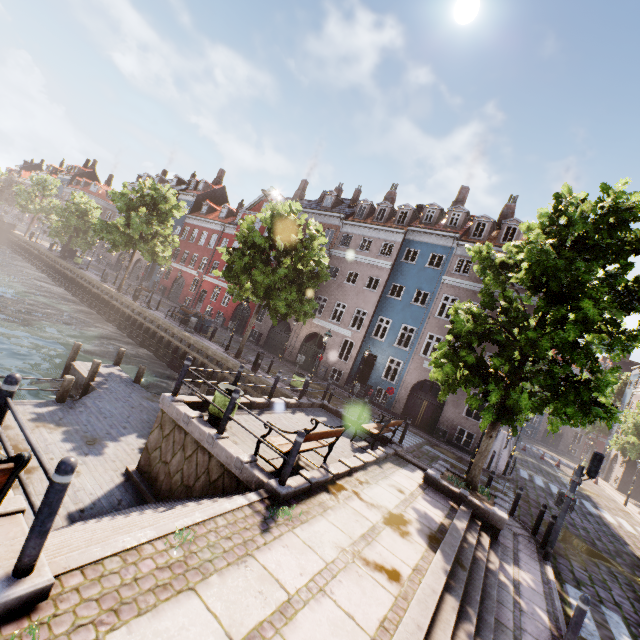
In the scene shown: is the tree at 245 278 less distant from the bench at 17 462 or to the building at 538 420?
the building at 538 420

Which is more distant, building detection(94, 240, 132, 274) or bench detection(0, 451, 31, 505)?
building detection(94, 240, 132, 274)

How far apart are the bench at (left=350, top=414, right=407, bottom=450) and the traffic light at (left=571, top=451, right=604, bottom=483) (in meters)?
5.26

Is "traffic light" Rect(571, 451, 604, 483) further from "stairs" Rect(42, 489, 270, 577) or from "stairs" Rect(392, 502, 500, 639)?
"stairs" Rect(42, 489, 270, 577)

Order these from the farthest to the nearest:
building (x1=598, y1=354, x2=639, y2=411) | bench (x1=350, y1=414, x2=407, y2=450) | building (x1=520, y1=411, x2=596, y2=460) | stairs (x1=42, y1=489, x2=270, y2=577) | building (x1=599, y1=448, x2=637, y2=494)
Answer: building (x1=520, y1=411, x2=596, y2=460) → building (x1=598, y1=354, x2=639, y2=411) → building (x1=599, y1=448, x2=637, y2=494) → bench (x1=350, y1=414, x2=407, y2=450) → stairs (x1=42, y1=489, x2=270, y2=577)

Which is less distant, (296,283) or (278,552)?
(278,552)

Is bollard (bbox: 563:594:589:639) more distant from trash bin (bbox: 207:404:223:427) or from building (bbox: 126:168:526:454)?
building (bbox: 126:168:526:454)

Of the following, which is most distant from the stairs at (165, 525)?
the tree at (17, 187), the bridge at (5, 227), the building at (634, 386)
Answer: the bridge at (5, 227)
